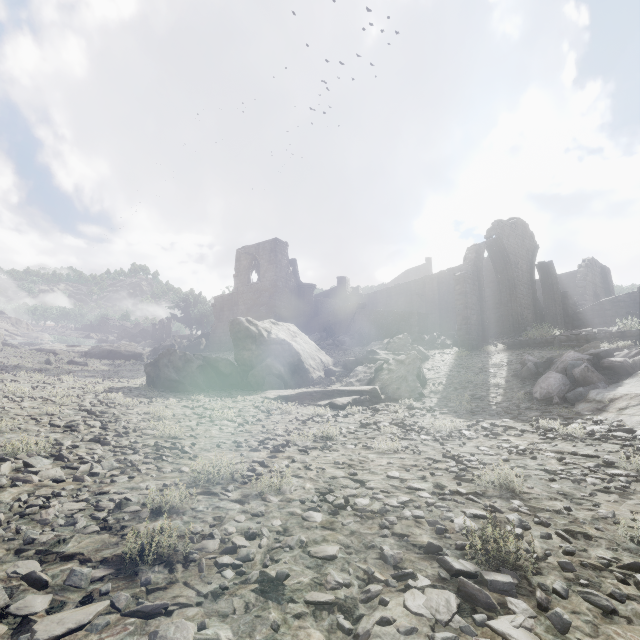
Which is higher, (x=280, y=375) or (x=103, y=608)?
(x=280, y=375)

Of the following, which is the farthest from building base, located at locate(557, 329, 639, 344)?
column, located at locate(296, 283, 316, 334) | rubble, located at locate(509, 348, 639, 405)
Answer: column, located at locate(296, 283, 316, 334)

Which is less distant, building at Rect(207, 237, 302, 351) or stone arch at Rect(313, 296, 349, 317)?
building at Rect(207, 237, 302, 351)

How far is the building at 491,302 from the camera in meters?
25.1

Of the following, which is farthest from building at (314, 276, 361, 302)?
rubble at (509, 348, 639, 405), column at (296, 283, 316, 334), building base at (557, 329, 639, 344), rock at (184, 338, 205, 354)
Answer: rubble at (509, 348, 639, 405)

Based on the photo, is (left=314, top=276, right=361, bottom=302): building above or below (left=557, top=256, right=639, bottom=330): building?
above

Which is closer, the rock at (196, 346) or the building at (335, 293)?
the rock at (196, 346)

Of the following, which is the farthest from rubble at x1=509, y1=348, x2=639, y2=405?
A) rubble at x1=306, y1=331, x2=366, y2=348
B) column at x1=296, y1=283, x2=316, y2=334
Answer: column at x1=296, y1=283, x2=316, y2=334
